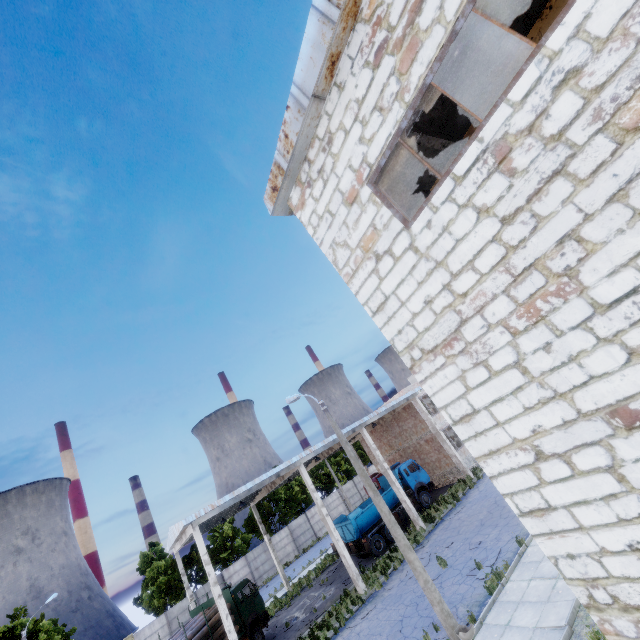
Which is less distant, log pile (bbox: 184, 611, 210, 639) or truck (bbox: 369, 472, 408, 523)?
log pile (bbox: 184, 611, 210, 639)

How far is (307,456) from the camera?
21.62m

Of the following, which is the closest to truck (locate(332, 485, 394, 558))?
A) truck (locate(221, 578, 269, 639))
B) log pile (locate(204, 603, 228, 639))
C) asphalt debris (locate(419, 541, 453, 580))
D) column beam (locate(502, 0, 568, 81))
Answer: asphalt debris (locate(419, 541, 453, 580))

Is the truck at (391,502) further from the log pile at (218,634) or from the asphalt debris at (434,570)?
the log pile at (218,634)

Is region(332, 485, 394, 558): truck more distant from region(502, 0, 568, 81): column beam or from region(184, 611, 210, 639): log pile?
region(502, 0, 568, 81): column beam

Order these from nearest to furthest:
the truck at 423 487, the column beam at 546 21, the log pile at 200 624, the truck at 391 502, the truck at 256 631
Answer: the column beam at 546 21
the log pile at 200 624
the truck at 256 631
the truck at 391 502
the truck at 423 487

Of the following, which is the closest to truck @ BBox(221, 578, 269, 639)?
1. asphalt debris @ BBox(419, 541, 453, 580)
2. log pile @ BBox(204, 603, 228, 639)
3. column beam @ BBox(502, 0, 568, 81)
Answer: log pile @ BBox(204, 603, 228, 639)

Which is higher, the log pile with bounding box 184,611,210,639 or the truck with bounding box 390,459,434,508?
the log pile with bounding box 184,611,210,639
